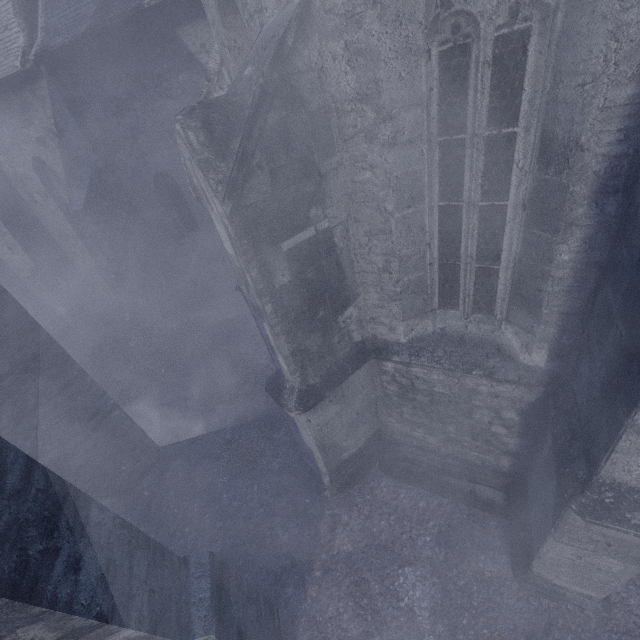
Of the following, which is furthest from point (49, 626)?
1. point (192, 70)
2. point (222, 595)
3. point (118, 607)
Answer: point (192, 70)
